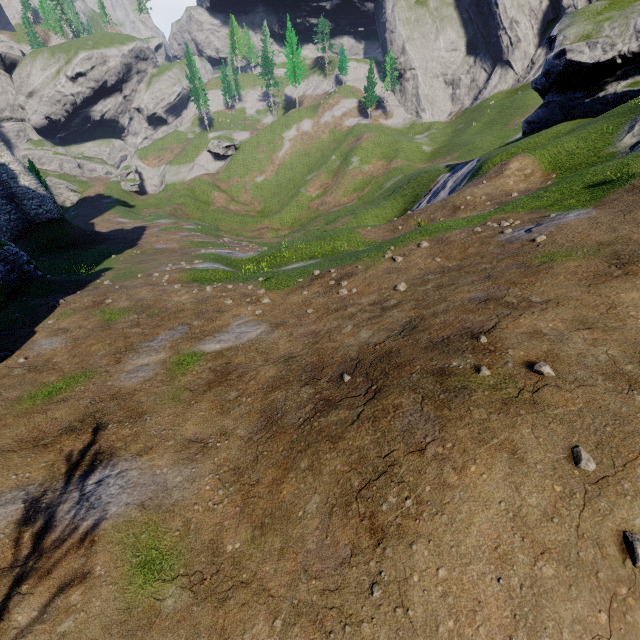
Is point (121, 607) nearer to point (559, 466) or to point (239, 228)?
point (559, 466)

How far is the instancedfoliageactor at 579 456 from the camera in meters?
3.3 m

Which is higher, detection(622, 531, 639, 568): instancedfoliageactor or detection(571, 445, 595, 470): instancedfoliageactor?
detection(571, 445, 595, 470): instancedfoliageactor

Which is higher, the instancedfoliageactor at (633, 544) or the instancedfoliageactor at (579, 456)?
the instancedfoliageactor at (579, 456)

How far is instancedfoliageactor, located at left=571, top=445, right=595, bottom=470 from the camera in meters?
3.3
